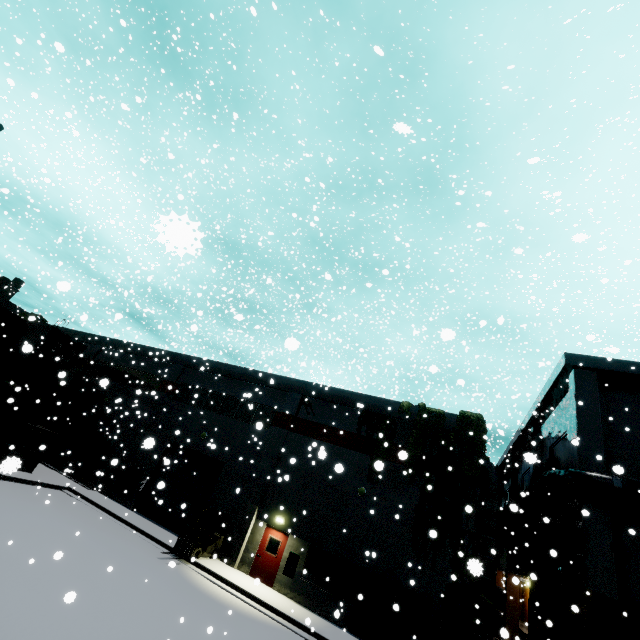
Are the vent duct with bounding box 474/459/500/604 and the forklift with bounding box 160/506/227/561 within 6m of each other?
no

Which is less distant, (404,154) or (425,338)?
(404,154)

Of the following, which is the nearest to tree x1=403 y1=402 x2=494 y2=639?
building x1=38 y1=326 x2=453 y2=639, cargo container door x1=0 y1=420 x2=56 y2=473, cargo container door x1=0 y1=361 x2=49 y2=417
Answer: building x1=38 y1=326 x2=453 y2=639

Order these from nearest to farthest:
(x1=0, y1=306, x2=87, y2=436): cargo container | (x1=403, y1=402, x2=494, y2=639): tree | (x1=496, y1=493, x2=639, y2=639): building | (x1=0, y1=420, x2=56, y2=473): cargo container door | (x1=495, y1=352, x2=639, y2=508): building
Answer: (x1=0, y1=420, x2=56, y2=473): cargo container door < (x1=496, y1=493, x2=639, y2=639): building < (x1=403, y1=402, x2=494, y2=639): tree < (x1=495, y1=352, x2=639, y2=508): building < (x1=0, y1=306, x2=87, y2=436): cargo container

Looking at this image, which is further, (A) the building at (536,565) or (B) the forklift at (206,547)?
(B) the forklift at (206,547)

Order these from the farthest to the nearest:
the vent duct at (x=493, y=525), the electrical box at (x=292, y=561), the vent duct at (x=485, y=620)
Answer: the electrical box at (x=292, y=561) → the vent duct at (x=493, y=525) → the vent duct at (x=485, y=620)

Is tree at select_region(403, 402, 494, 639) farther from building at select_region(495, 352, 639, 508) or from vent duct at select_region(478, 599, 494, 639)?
vent duct at select_region(478, 599, 494, 639)

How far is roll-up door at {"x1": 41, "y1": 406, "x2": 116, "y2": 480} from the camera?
24.17m
